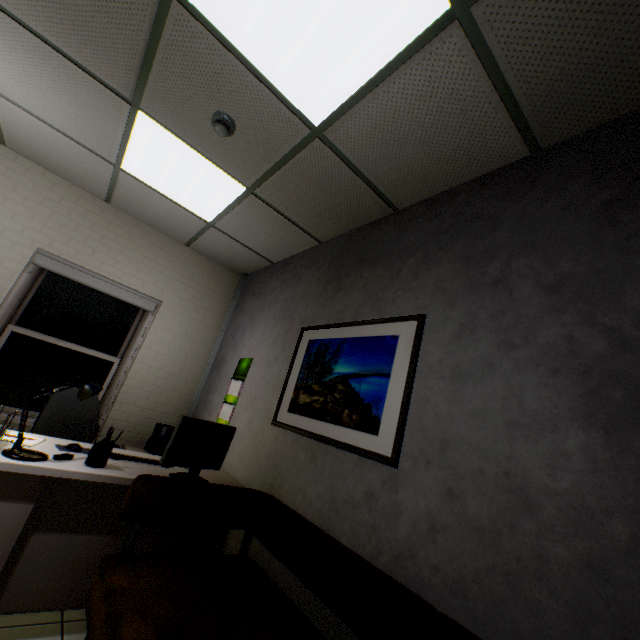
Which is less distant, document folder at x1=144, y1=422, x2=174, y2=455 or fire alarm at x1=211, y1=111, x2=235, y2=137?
fire alarm at x1=211, y1=111, x2=235, y2=137

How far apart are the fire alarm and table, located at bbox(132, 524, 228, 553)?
2.3 meters

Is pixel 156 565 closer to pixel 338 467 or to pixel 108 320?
pixel 338 467

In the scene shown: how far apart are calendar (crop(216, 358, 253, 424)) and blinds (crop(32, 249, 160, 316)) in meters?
1.4 m

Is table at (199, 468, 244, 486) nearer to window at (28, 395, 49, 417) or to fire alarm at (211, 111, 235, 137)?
window at (28, 395, 49, 417)

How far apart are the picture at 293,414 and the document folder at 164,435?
1.75m

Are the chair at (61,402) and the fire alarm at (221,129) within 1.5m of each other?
no

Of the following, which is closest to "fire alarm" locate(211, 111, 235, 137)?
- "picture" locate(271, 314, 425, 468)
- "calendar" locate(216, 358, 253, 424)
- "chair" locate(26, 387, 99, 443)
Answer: "picture" locate(271, 314, 425, 468)
